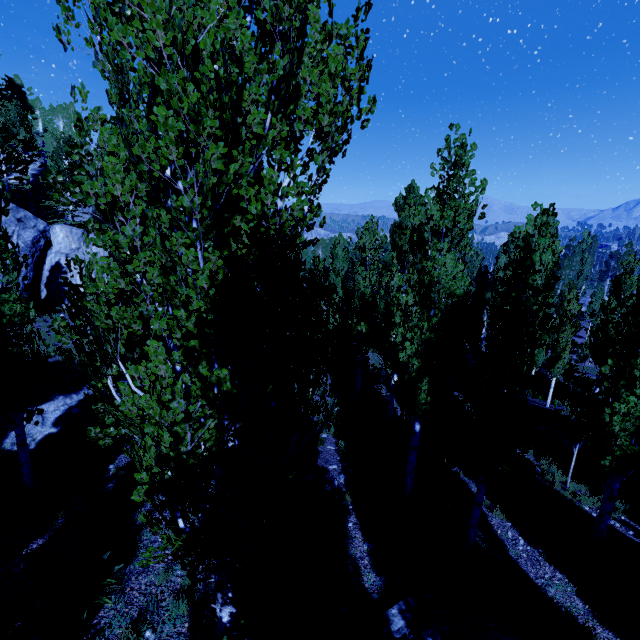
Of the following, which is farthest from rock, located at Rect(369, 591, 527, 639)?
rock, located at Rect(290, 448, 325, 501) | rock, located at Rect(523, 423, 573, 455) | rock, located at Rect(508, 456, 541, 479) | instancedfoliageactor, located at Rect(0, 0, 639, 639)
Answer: rock, located at Rect(523, 423, 573, 455)

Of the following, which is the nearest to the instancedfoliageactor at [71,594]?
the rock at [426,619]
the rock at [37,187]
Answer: the rock at [37,187]

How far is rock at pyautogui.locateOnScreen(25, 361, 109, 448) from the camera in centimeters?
1025cm

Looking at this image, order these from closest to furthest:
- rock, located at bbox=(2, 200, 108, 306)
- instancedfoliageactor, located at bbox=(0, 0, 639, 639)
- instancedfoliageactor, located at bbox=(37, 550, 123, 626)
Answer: instancedfoliageactor, located at bbox=(0, 0, 639, 639) < instancedfoliageactor, located at bbox=(37, 550, 123, 626) < rock, located at bbox=(2, 200, 108, 306)

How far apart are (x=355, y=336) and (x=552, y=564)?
9.4m

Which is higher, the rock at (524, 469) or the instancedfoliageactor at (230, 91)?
Answer: the instancedfoliageactor at (230, 91)

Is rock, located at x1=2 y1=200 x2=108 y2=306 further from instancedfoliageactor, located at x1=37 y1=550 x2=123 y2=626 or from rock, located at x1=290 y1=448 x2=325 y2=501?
rock, located at x1=290 y1=448 x2=325 y2=501
